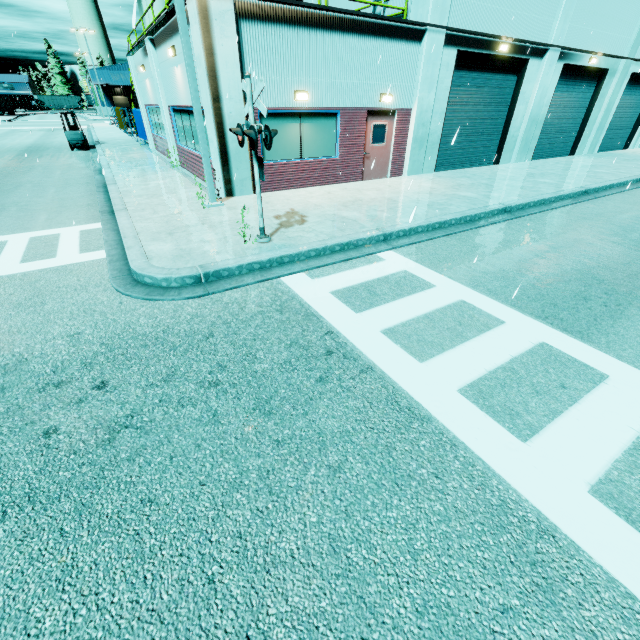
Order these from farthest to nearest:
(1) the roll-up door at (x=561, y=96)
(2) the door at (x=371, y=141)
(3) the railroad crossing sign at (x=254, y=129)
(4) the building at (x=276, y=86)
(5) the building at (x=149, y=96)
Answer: (1) the roll-up door at (x=561, y=96) → (2) the door at (x=371, y=141) → (5) the building at (x=149, y=96) → (4) the building at (x=276, y=86) → (3) the railroad crossing sign at (x=254, y=129)

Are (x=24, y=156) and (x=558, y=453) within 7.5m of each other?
no

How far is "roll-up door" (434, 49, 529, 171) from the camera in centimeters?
1377cm

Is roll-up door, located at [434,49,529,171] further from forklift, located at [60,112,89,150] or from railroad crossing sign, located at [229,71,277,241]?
forklift, located at [60,112,89,150]

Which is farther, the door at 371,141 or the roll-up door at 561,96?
the roll-up door at 561,96

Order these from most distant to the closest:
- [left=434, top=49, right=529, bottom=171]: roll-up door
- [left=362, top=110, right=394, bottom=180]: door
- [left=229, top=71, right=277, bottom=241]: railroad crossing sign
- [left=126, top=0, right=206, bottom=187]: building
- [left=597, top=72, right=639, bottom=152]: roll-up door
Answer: [left=597, top=72, right=639, bottom=152]: roll-up door
[left=434, top=49, right=529, bottom=171]: roll-up door
[left=362, top=110, right=394, bottom=180]: door
[left=126, top=0, right=206, bottom=187]: building
[left=229, top=71, right=277, bottom=241]: railroad crossing sign

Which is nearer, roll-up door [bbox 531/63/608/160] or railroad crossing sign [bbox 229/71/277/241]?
railroad crossing sign [bbox 229/71/277/241]

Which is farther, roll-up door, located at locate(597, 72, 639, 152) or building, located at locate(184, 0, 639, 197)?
roll-up door, located at locate(597, 72, 639, 152)
